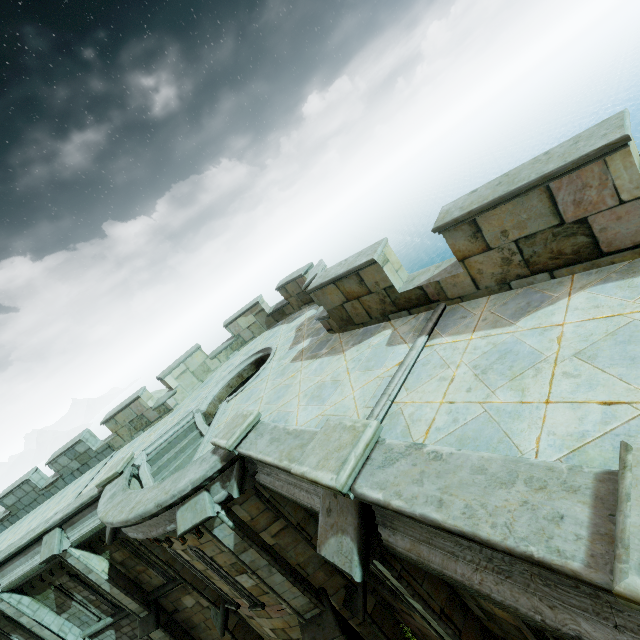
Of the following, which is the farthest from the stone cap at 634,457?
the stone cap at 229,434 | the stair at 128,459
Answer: the stair at 128,459

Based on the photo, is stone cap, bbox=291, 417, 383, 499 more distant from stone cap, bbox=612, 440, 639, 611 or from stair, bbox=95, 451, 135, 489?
stair, bbox=95, 451, 135, 489

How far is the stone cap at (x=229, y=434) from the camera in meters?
6.2

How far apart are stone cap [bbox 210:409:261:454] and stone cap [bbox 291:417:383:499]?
2.42m

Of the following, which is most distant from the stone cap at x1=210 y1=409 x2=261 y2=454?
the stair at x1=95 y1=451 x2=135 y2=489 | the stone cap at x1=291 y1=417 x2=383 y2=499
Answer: the stair at x1=95 y1=451 x2=135 y2=489

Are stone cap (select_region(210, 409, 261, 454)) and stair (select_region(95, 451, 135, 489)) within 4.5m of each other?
no

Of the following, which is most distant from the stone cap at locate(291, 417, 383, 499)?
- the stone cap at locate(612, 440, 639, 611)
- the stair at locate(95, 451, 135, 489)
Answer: the stair at locate(95, 451, 135, 489)

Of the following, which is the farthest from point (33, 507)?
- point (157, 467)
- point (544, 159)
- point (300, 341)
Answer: point (544, 159)
